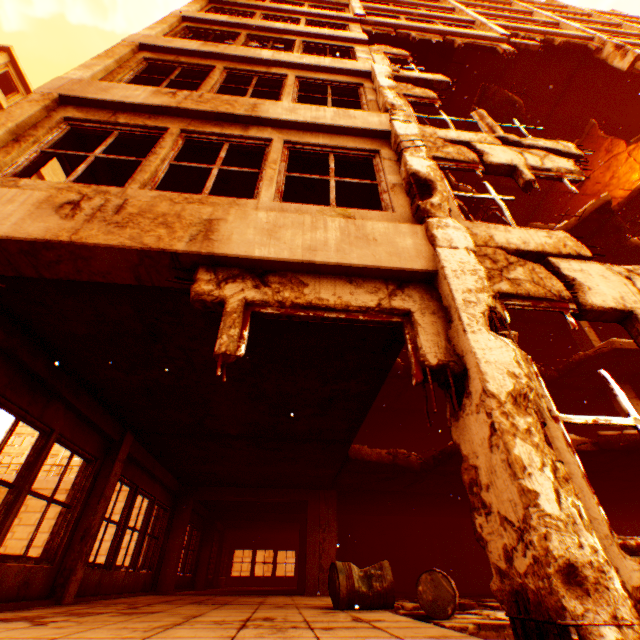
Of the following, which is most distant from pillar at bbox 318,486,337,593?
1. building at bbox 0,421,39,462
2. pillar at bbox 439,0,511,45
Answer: building at bbox 0,421,39,462

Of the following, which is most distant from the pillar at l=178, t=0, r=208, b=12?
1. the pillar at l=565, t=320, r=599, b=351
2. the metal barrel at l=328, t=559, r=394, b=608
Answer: the pillar at l=565, t=320, r=599, b=351

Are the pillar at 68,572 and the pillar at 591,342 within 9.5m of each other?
no

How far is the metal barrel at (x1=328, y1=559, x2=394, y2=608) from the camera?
4.32m

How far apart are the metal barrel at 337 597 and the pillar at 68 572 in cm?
401

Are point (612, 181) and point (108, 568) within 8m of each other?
no

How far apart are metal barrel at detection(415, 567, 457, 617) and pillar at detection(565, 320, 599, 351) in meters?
10.5

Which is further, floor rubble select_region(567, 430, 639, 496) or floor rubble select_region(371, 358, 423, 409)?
floor rubble select_region(371, 358, 423, 409)
